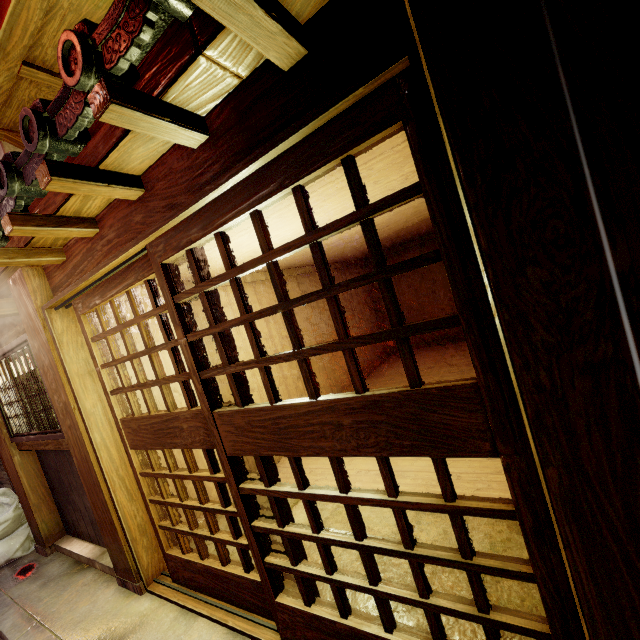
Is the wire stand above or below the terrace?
below

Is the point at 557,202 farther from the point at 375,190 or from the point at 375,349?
the point at 375,349

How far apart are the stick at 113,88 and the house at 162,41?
0.3 meters

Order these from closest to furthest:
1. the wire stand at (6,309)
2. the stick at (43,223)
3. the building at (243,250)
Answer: the stick at (43,223) < the building at (243,250) < the wire stand at (6,309)

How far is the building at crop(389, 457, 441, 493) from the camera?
6.0 meters

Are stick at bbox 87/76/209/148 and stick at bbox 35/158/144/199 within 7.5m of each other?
yes

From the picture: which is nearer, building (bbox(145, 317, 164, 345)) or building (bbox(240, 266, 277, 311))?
building (bbox(145, 317, 164, 345))

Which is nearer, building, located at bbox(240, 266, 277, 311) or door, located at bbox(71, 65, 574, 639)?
door, located at bbox(71, 65, 574, 639)
